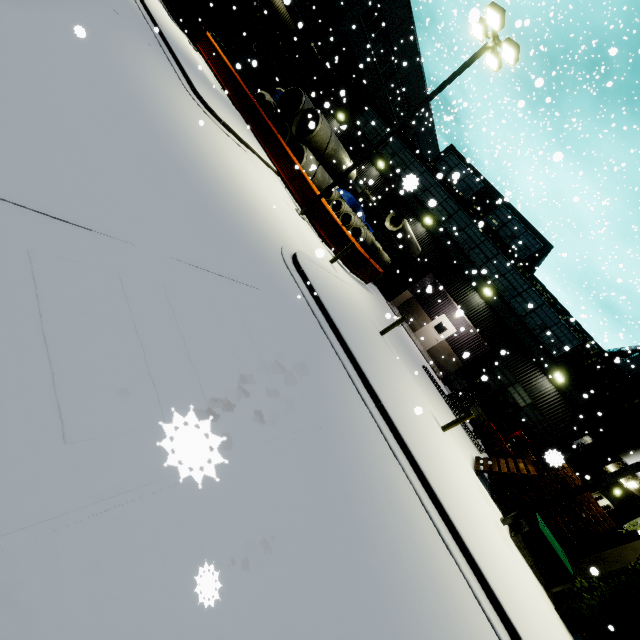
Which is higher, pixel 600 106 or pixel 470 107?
pixel 600 106

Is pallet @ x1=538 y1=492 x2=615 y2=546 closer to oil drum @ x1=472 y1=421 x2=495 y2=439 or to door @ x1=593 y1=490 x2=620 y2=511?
oil drum @ x1=472 y1=421 x2=495 y2=439

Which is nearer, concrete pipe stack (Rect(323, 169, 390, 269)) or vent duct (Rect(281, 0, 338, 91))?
concrete pipe stack (Rect(323, 169, 390, 269))

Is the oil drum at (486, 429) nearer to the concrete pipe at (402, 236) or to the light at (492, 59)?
the concrete pipe at (402, 236)

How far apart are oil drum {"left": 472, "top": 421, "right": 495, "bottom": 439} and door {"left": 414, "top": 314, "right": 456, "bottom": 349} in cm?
604

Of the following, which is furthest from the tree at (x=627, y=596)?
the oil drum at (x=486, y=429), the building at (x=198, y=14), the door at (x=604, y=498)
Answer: the door at (x=604, y=498)

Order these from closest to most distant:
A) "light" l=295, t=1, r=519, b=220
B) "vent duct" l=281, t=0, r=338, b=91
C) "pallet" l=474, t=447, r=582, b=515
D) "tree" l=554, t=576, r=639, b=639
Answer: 1. "tree" l=554, t=576, r=639, b=639
2. "pallet" l=474, t=447, r=582, b=515
3. "light" l=295, t=1, r=519, b=220
4. "vent duct" l=281, t=0, r=338, b=91

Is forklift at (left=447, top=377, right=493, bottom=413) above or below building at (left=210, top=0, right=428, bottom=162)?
below
